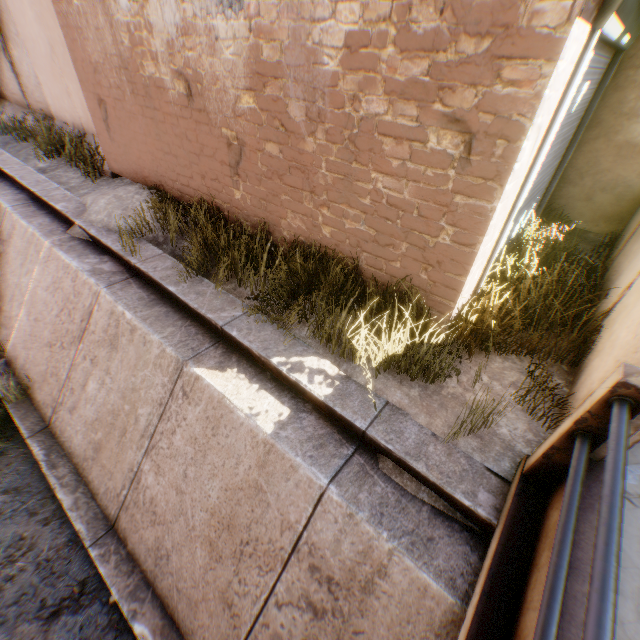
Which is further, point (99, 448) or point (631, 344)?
point (99, 448)

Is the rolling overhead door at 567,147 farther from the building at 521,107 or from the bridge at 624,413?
the bridge at 624,413

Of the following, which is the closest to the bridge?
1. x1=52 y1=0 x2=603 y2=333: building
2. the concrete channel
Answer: the concrete channel

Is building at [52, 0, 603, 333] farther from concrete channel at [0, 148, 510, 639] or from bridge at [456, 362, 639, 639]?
Answer: bridge at [456, 362, 639, 639]

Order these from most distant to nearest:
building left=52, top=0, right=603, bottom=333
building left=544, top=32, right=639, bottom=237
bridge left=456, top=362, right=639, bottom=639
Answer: building left=544, top=32, right=639, bottom=237
building left=52, top=0, right=603, bottom=333
bridge left=456, top=362, right=639, bottom=639

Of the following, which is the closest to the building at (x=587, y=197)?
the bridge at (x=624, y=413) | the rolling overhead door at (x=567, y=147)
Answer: the rolling overhead door at (x=567, y=147)

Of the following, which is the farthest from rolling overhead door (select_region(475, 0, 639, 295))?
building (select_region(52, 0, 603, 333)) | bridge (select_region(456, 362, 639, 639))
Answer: bridge (select_region(456, 362, 639, 639))
